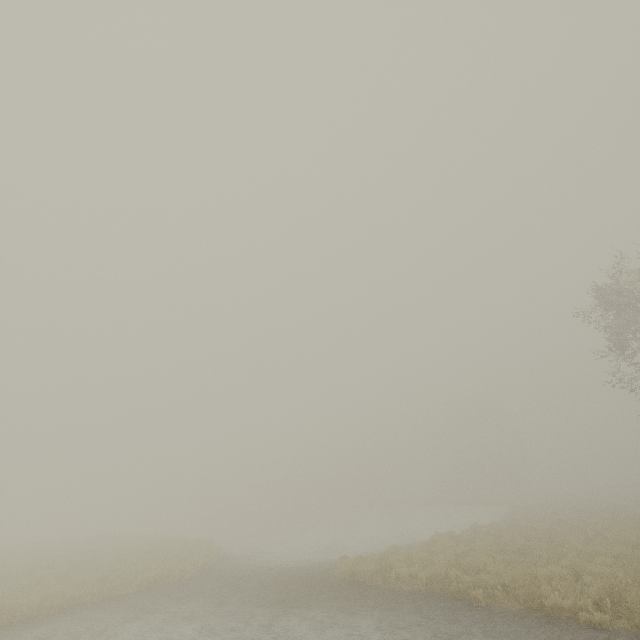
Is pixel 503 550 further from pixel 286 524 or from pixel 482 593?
pixel 286 524
